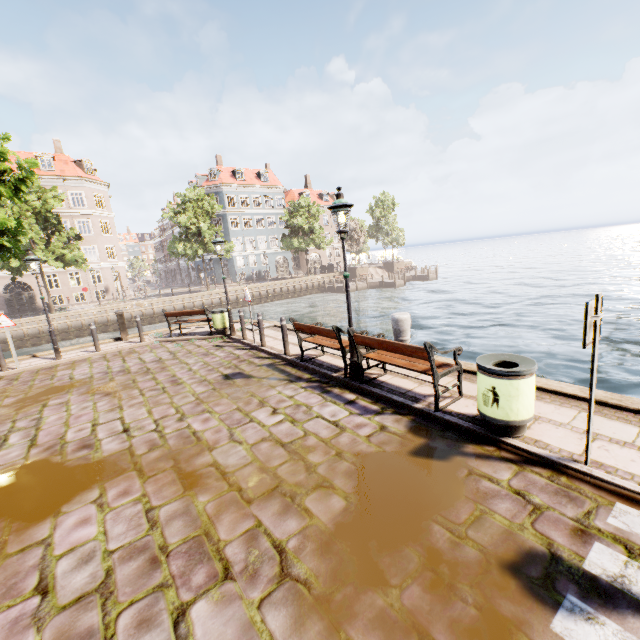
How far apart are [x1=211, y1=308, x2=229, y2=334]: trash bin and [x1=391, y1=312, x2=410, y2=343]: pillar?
7.1m

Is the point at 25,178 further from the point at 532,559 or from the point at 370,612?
the point at 532,559

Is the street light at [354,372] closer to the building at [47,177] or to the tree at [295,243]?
the tree at [295,243]

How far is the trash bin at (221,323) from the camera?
12.4m

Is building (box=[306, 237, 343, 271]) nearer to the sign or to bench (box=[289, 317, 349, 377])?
bench (box=[289, 317, 349, 377])

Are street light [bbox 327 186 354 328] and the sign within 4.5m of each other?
yes

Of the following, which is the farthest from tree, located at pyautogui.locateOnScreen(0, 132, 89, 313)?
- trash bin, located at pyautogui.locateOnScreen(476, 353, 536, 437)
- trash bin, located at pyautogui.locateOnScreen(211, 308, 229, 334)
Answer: trash bin, located at pyautogui.locateOnScreen(476, 353, 536, 437)

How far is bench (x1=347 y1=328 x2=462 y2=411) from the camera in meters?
5.1
